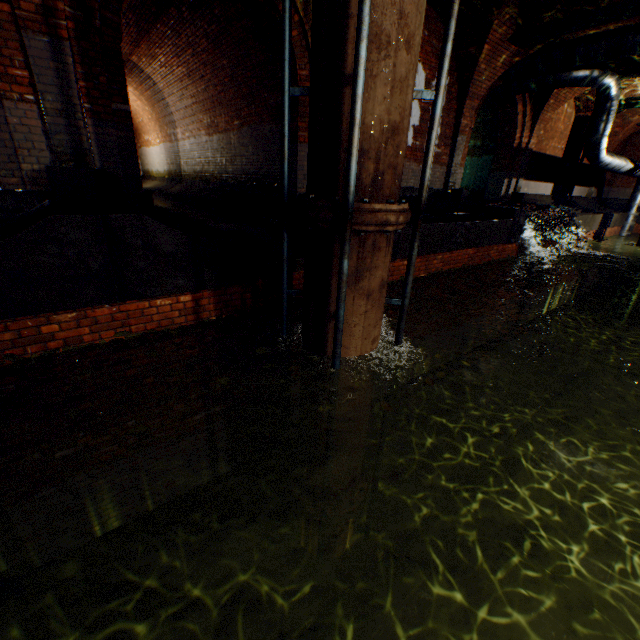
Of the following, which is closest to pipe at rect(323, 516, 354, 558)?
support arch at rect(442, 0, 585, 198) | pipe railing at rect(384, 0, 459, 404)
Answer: pipe railing at rect(384, 0, 459, 404)

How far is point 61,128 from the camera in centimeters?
450cm

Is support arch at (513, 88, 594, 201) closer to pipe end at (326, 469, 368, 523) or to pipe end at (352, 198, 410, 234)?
pipe end at (352, 198, 410, 234)

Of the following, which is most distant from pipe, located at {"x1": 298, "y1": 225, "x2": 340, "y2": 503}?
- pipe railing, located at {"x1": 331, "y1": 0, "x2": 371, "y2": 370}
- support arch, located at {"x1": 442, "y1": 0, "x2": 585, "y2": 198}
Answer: support arch, located at {"x1": 442, "y1": 0, "x2": 585, "y2": 198}

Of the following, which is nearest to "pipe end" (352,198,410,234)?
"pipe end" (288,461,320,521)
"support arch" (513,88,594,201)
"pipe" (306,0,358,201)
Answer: "pipe" (306,0,358,201)

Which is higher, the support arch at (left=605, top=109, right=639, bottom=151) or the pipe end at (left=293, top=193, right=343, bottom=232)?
the support arch at (left=605, top=109, right=639, bottom=151)

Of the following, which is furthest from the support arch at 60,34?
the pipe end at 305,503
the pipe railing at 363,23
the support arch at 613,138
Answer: the support arch at 613,138

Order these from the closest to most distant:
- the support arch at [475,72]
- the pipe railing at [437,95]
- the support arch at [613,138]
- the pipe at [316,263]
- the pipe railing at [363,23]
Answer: the pipe railing at [363,23] → the pipe railing at [437,95] → the pipe at [316,263] → the support arch at [475,72] → the support arch at [613,138]
